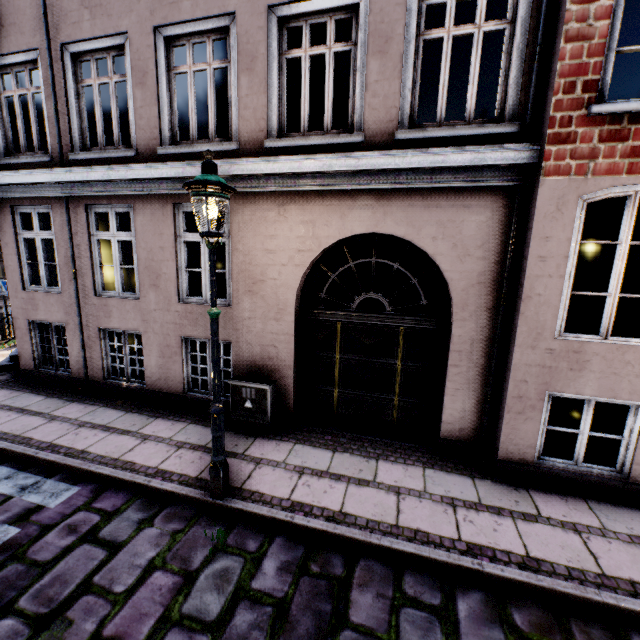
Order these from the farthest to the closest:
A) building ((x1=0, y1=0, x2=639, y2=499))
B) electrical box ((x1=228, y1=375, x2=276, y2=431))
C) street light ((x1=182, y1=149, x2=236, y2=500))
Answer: electrical box ((x1=228, y1=375, x2=276, y2=431)), building ((x1=0, y1=0, x2=639, y2=499)), street light ((x1=182, y1=149, x2=236, y2=500))

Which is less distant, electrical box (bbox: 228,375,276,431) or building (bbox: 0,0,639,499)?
building (bbox: 0,0,639,499)

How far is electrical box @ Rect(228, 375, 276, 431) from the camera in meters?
5.5

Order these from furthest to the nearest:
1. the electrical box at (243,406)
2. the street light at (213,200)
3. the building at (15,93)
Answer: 1. the electrical box at (243,406)
2. the building at (15,93)
3. the street light at (213,200)

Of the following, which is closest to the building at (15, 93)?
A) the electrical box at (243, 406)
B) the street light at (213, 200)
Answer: the electrical box at (243, 406)

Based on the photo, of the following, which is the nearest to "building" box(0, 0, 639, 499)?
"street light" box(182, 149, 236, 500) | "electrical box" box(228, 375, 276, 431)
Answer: "electrical box" box(228, 375, 276, 431)

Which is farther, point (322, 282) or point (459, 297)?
point (322, 282)
